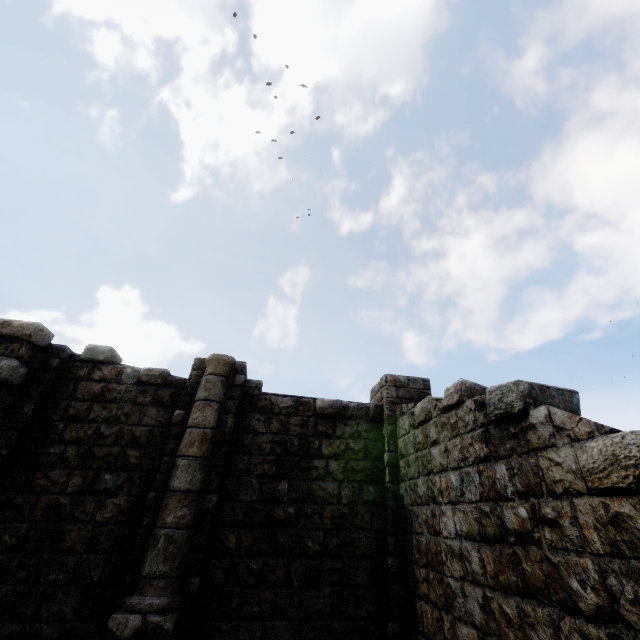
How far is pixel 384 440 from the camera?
7.87m
